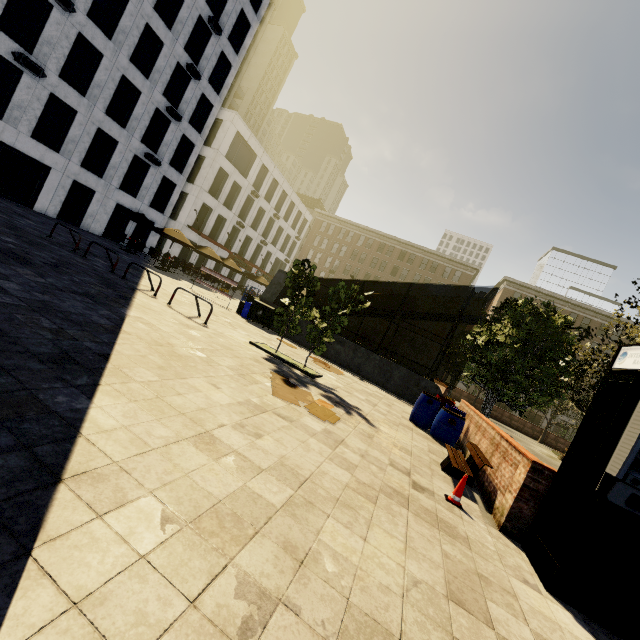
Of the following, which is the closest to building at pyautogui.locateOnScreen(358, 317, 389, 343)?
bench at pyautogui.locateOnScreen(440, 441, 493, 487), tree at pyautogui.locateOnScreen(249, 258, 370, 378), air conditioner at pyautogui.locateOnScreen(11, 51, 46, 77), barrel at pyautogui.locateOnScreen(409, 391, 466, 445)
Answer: tree at pyautogui.locateOnScreen(249, 258, 370, 378)

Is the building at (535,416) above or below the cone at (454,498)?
above

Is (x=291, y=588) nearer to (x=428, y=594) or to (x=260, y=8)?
(x=428, y=594)

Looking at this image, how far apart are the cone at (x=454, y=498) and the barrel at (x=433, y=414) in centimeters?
391cm

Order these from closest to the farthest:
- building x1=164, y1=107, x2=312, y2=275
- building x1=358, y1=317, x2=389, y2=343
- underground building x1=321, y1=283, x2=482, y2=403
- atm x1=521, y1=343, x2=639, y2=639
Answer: atm x1=521, y1=343, x2=639, y2=639
underground building x1=321, y1=283, x2=482, y2=403
building x1=164, y1=107, x2=312, y2=275
building x1=358, y1=317, x2=389, y2=343

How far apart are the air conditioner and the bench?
26.67m

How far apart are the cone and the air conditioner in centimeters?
2693cm

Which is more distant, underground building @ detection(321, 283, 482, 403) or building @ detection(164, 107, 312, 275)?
building @ detection(164, 107, 312, 275)
